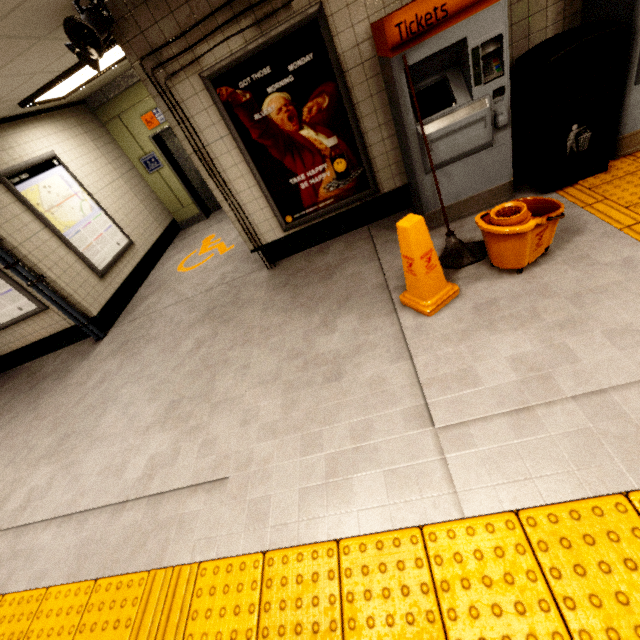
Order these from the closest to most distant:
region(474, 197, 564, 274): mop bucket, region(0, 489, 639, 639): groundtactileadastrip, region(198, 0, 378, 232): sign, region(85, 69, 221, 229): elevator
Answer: region(0, 489, 639, 639): groundtactileadastrip
region(474, 197, 564, 274): mop bucket
region(198, 0, 378, 232): sign
region(85, 69, 221, 229): elevator

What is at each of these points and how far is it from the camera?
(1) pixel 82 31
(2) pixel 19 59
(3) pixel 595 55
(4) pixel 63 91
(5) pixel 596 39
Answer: (1) loudspeaker, 2.6m
(2) storm drain, 3.2m
(3) ticket machine, 2.9m
(4) fluorescent light, 4.8m
(5) trash can, 2.4m

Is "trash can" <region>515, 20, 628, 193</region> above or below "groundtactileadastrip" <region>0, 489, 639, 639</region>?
above

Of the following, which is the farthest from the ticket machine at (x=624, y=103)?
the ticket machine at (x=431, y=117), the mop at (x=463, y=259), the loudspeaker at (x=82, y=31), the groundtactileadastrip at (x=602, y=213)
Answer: the loudspeaker at (x=82, y=31)

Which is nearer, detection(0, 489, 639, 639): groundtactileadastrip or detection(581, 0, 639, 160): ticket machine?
detection(0, 489, 639, 639): groundtactileadastrip

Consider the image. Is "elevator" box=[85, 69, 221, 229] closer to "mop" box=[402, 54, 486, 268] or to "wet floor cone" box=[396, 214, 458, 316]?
"mop" box=[402, 54, 486, 268]

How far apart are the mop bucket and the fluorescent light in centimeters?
471cm

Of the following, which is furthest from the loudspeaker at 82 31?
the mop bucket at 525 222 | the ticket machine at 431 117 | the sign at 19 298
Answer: the mop bucket at 525 222
